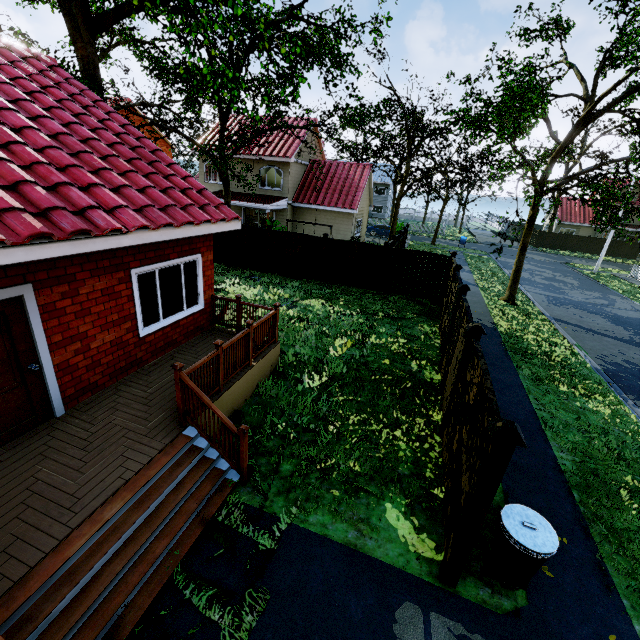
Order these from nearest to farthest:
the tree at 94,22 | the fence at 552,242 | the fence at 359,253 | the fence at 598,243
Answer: Result: the tree at 94,22 → the fence at 359,253 → the fence at 598,243 → the fence at 552,242

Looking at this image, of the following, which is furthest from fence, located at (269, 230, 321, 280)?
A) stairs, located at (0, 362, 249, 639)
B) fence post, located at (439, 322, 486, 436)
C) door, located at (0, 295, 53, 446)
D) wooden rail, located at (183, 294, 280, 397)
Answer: door, located at (0, 295, 53, 446)

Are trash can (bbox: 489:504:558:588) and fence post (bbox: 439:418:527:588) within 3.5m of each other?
yes

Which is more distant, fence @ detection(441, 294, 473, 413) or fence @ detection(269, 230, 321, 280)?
fence @ detection(269, 230, 321, 280)

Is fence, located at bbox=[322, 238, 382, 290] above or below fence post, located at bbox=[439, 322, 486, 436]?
below

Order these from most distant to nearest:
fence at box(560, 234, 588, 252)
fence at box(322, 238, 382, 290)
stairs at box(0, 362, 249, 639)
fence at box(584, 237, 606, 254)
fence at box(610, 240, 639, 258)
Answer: fence at box(560, 234, 588, 252), fence at box(584, 237, 606, 254), fence at box(610, 240, 639, 258), fence at box(322, 238, 382, 290), stairs at box(0, 362, 249, 639)

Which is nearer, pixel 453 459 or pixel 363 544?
pixel 363 544

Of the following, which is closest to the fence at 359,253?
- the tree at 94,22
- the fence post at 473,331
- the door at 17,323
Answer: the fence post at 473,331
